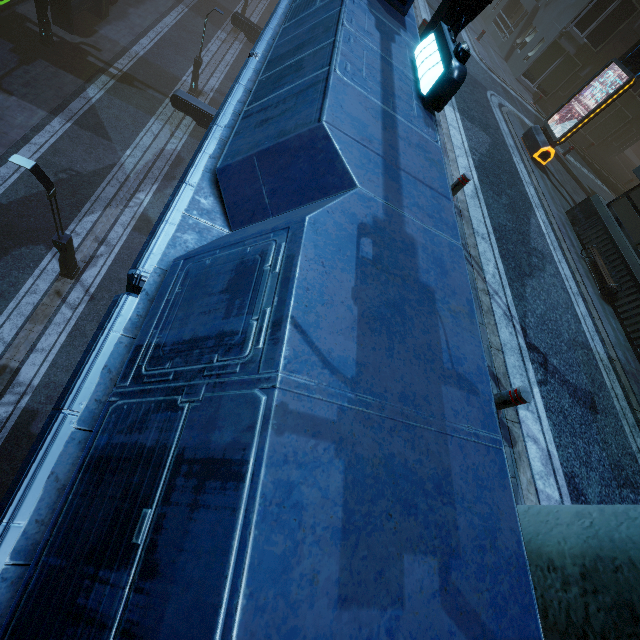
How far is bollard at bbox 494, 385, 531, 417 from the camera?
4.3m

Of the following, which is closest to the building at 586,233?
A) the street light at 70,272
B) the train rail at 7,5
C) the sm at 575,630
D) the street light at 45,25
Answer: the train rail at 7,5

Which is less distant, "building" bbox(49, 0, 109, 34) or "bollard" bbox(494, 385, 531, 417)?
"bollard" bbox(494, 385, 531, 417)

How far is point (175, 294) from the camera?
1.74m

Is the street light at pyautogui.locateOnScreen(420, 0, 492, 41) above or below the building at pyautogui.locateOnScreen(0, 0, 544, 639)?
above

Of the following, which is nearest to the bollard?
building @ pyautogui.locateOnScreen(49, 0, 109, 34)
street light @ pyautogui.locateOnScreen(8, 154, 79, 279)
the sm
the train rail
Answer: the sm

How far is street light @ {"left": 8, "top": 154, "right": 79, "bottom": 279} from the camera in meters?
9.7 m

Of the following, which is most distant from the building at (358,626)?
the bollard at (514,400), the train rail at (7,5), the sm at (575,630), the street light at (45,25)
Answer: the bollard at (514,400)
